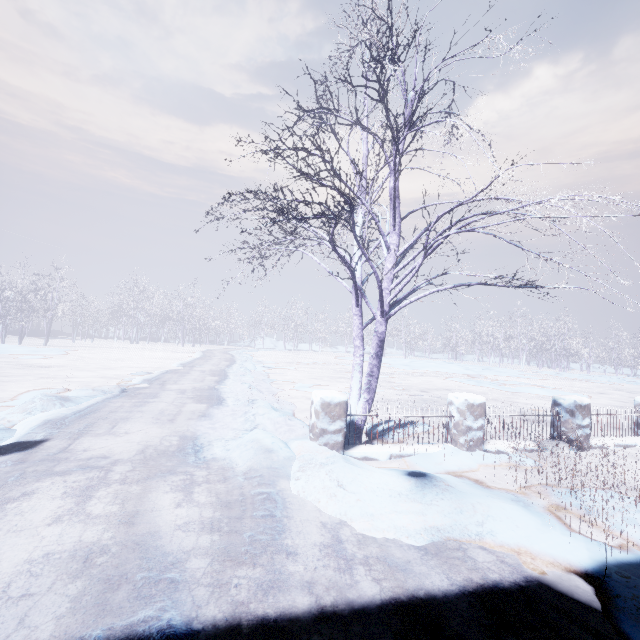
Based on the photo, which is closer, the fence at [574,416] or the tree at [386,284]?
the tree at [386,284]

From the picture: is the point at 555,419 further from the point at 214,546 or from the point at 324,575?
the point at 214,546

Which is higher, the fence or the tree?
the tree

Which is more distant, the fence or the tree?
the fence

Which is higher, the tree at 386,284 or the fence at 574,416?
the tree at 386,284
